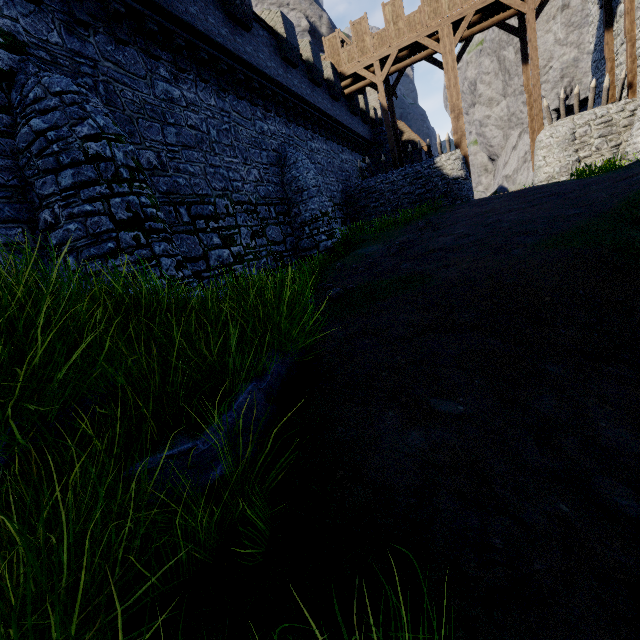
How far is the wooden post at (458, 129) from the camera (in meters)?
18.89

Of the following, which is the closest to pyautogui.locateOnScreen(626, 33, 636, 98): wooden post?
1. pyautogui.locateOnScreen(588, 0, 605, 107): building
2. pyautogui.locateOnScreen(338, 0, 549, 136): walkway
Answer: pyautogui.locateOnScreen(588, 0, 605, 107): building

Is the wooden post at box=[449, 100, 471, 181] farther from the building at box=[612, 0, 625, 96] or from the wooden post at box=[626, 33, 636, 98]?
the building at box=[612, 0, 625, 96]

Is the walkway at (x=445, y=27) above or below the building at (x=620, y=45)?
above

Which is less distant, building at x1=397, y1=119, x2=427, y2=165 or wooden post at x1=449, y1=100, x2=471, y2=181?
wooden post at x1=449, y1=100, x2=471, y2=181

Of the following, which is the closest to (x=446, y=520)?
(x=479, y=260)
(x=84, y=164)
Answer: (x=479, y=260)

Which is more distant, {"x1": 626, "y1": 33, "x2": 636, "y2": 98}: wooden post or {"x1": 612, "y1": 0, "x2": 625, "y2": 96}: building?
{"x1": 612, "y1": 0, "x2": 625, "y2": 96}: building

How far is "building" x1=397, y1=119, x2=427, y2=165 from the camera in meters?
29.2 m
